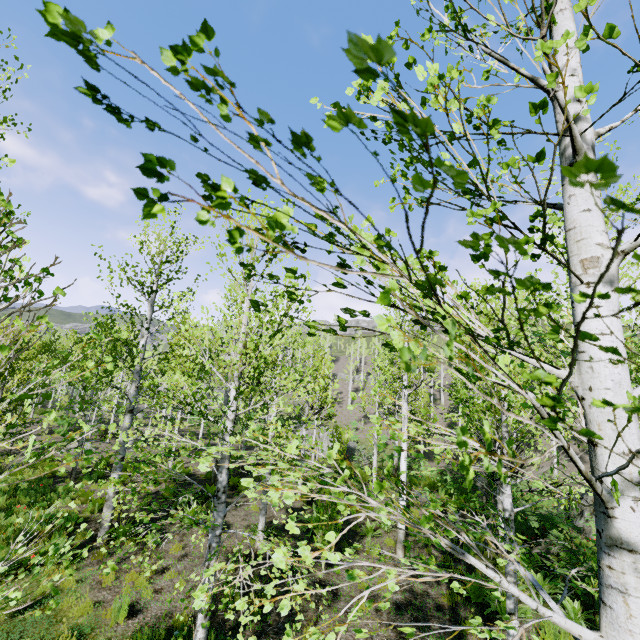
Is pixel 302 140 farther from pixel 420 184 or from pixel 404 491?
pixel 404 491

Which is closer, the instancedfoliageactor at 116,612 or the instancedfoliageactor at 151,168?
the instancedfoliageactor at 151,168

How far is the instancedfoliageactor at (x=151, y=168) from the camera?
0.6 meters

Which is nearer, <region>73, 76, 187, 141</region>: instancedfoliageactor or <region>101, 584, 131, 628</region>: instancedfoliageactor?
<region>73, 76, 187, 141</region>: instancedfoliageactor

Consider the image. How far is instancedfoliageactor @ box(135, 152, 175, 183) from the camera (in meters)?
0.62
